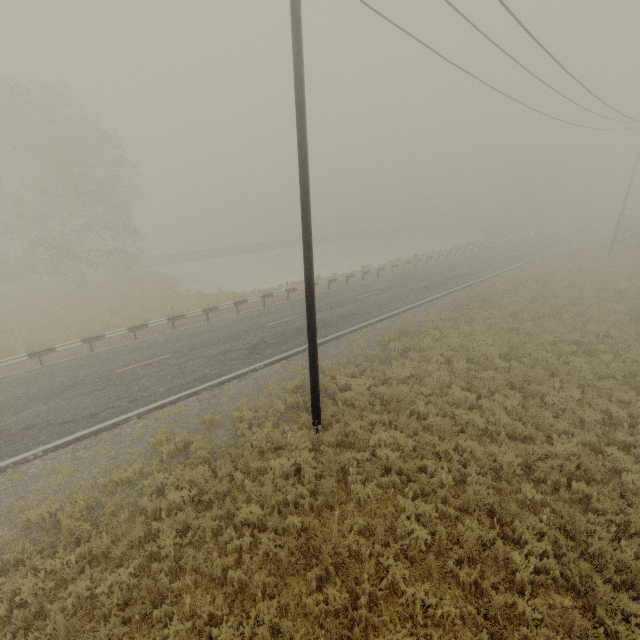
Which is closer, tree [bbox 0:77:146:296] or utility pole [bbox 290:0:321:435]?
utility pole [bbox 290:0:321:435]

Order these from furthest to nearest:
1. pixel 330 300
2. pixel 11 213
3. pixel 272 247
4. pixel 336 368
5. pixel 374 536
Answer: pixel 272 247
pixel 11 213
pixel 330 300
pixel 336 368
pixel 374 536

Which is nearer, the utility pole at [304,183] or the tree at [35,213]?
the utility pole at [304,183]
